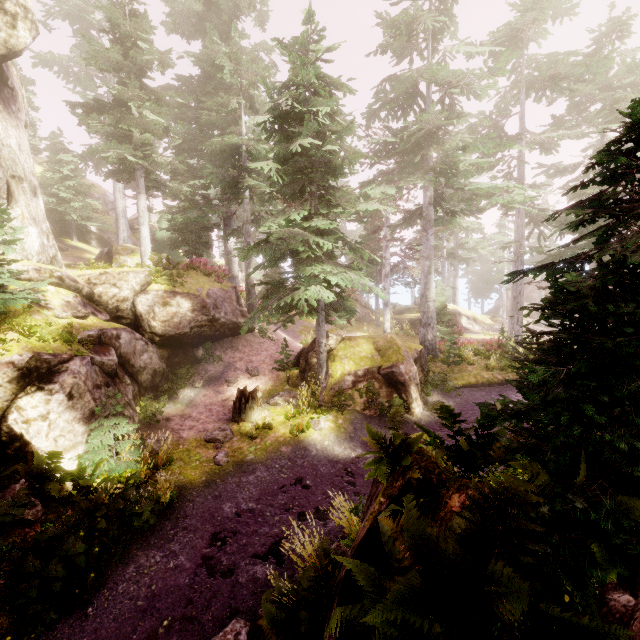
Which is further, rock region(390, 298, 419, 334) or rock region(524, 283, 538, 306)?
rock region(524, 283, 538, 306)

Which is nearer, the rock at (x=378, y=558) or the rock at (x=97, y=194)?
the rock at (x=378, y=558)

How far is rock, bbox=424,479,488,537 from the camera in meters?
3.7

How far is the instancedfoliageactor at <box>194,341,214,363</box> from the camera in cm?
1612

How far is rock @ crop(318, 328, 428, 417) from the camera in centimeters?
1358cm

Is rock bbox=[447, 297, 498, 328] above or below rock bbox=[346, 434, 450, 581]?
below

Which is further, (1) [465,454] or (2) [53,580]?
(2) [53,580]

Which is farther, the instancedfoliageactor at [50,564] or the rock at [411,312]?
the rock at [411,312]
